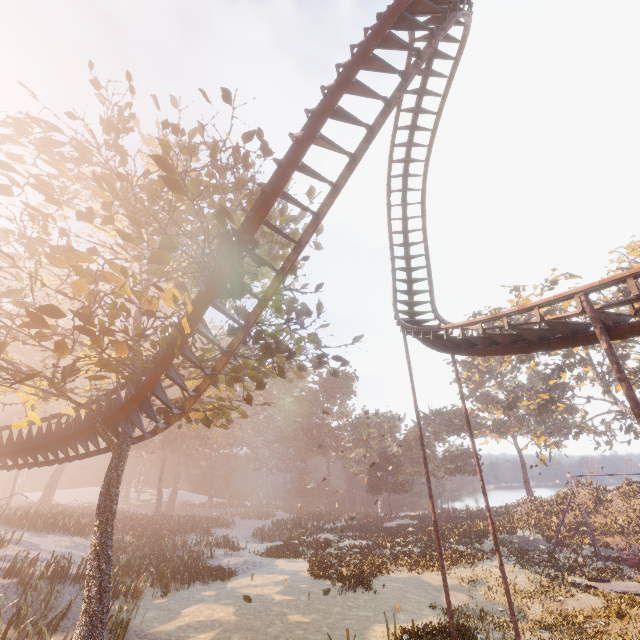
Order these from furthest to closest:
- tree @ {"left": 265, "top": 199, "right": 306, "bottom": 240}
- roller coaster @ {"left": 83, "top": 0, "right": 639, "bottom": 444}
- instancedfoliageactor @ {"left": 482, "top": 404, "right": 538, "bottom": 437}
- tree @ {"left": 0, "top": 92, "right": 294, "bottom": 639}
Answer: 1. instancedfoliageactor @ {"left": 482, "top": 404, "right": 538, "bottom": 437}
2. tree @ {"left": 265, "top": 199, "right": 306, "bottom": 240}
3. roller coaster @ {"left": 83, "top": 0, "right": 639, "bottom": 444}
4. tree @ {"left": 0, "top": 92, "right": 294, "bottom": 639}

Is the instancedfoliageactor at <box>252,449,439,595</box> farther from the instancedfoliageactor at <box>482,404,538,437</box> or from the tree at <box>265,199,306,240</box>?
the instancedfoliageactor at <box>482,404,538,437</box>

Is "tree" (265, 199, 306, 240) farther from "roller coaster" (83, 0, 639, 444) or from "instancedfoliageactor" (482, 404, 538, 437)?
"instancedfoliageactor" (482, 404, 538, 437)

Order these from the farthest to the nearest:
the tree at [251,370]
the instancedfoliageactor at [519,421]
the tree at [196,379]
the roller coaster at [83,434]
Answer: the instancedfoliageactor at [519,421] < the roller coaster at [83,434] < the tree at [196,379] < the tree at [251,370]

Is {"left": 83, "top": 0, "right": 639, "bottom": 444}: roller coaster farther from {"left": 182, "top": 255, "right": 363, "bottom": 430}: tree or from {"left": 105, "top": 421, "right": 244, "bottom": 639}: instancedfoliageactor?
{"left": 105, "top": 421, "right": 244, "bottom": 639}: instancedfoliageactor

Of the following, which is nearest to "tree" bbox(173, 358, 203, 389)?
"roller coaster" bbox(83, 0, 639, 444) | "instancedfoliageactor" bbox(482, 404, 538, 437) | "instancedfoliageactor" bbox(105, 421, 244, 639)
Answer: "roller coaster" bbox(83, 0, 639, 444)

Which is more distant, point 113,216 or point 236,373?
point 236,373

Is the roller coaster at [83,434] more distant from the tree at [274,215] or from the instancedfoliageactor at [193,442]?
the instancedfoliageactor at [193,442]
